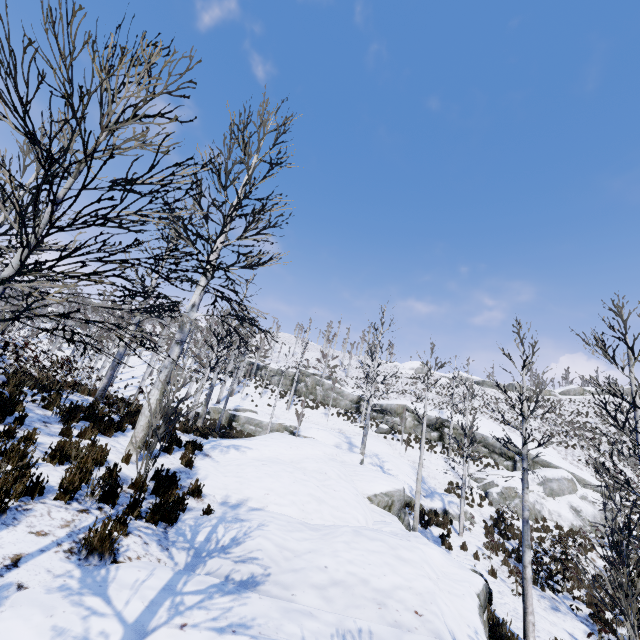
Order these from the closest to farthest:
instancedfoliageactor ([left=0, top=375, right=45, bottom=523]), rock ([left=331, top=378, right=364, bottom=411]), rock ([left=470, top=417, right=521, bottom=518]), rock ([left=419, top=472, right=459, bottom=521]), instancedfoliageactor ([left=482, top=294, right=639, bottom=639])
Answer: instancedfoliageactor ([left=0, top=375, right=45, bottom=523]), instancedfoliageactor ([left=482, top=294, right=639, bottom=639]), rock ([left=419, top=472, right=459, bottom=521]), rock ([left=470, top=417, right=521, bottom=518]), rock ([left=331, top=378, right=364, bottom=411])

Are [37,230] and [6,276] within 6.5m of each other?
yes

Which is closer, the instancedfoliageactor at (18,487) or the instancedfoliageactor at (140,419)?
the instancedfoliageactor at (140,419)

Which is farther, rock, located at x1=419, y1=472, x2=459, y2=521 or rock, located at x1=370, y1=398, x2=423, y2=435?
rock, located at x1=370, y1=398, x2=423, y2=435

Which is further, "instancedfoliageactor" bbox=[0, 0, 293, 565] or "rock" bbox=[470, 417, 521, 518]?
"rock" bbox=[470, 417, 521, 518]

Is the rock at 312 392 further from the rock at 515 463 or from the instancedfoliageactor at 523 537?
the instancedfoliageactor at 523 537

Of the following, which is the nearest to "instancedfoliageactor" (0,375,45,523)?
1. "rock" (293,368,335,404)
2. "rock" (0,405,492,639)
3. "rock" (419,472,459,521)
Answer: "rock" (0,405,492,639)

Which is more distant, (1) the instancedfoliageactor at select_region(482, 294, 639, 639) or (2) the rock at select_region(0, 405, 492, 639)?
(1) the instancedfoliageactor at select_region(482, 294, 639, 639)
